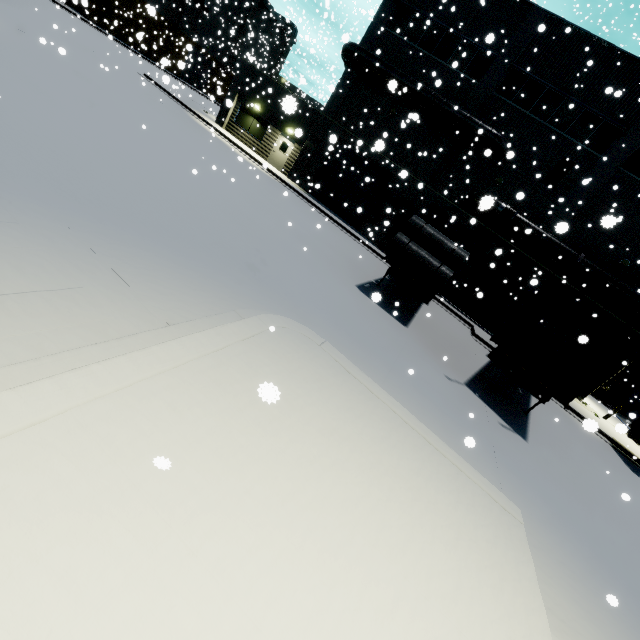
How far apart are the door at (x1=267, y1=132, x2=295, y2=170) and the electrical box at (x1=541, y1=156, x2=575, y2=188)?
16.3m

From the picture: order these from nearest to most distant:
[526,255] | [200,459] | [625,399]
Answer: [200,459] < [526,255] < [625,399]

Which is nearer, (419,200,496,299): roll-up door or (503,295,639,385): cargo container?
(503,295,639,385): cargo container

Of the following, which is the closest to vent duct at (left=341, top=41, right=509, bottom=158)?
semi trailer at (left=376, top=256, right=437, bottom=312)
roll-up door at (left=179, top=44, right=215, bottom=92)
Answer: semi trailer at (left=376, top=256, right=437, bottom=312)

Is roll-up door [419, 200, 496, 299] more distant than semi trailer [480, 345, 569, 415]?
Yes

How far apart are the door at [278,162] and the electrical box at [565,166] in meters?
16.3

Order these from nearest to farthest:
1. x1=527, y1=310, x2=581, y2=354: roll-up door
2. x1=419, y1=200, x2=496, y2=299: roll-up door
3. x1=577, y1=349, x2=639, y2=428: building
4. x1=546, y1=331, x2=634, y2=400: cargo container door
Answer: x1=546, y1=331, x2=634, y2=400: cargo container door, x1=577, y1=349, x2=639, y2=428: building, x1=527, y1=310, x2=581, y2=354: roll-up door, x1=419, y1=200, x2=496, y2=299: roll-up door

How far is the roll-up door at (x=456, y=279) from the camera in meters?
20.6 m
